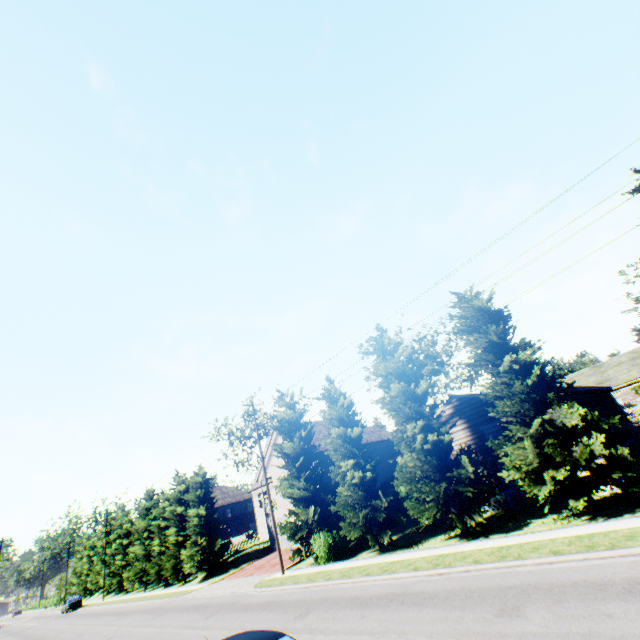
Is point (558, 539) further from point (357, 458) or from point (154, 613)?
point (154, 613)

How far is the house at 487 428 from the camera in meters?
17.6

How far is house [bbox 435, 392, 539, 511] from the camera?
17.6 meters

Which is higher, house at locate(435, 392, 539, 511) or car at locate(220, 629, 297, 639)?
house at locate(435, 392, 539, 511)

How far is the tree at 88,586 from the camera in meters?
53.3

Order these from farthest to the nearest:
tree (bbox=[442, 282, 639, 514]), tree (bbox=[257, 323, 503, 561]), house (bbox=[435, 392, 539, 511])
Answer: house (bbox=[435, 392, 539, 511])
tree (bbox=[257, 323, 503, 561])
tree (bbox=[442, 282, 639, 514])

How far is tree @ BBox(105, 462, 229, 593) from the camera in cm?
3288
